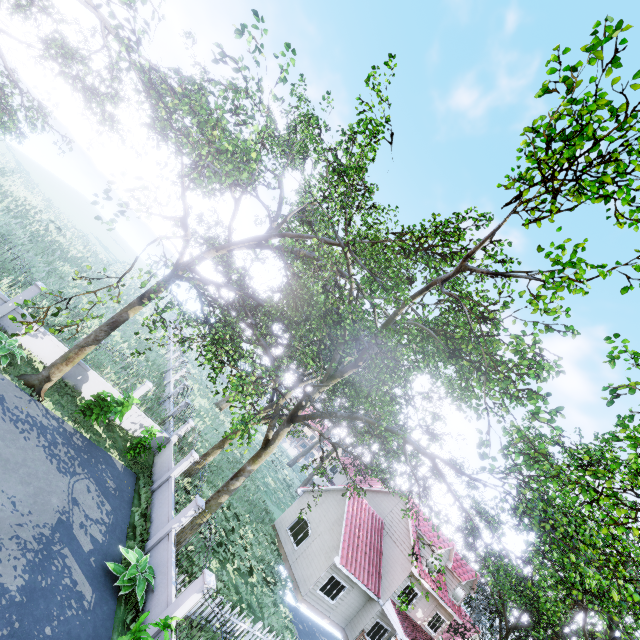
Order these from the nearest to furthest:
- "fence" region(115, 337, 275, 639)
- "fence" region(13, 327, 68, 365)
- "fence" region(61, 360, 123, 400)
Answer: "fence" region(115, 337, 275, 639) → "fence" region(13, 327, 68, 365) → "fence" region(61, 360, 123, 400)

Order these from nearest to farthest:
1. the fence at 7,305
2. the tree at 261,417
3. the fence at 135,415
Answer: the tree at 261,417, the fence at 135,415, the fence at 7,305

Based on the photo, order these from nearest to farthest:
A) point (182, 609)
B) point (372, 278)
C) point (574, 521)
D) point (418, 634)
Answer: point (182, 609) < point (574, 521) < point (372, 278) < point (418, 634)

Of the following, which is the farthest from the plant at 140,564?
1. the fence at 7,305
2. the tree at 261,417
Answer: the tree at 261,417

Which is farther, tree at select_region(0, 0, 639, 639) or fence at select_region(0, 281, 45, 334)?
fence at select_region(0, 281, 45, 334)

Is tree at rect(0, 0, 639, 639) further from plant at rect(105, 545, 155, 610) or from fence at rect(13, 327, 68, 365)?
plant at rect(105, 545, 155, 610)

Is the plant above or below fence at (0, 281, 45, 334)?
below

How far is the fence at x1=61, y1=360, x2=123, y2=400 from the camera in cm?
1552
